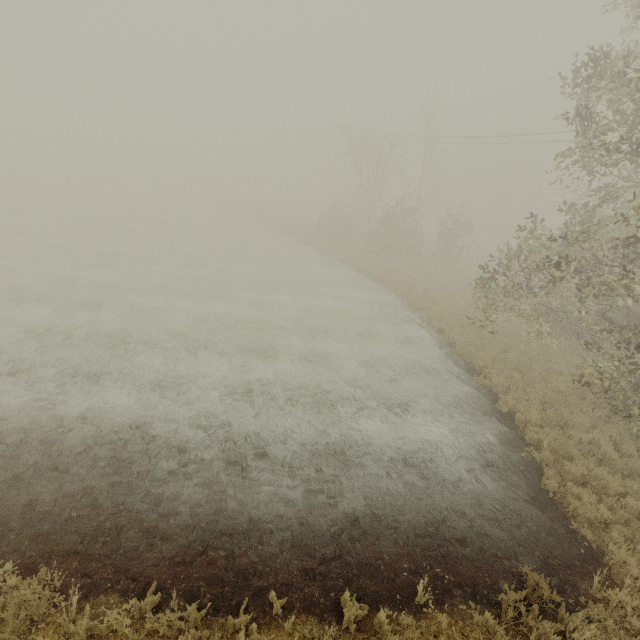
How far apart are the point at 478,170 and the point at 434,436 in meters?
54.1 m
